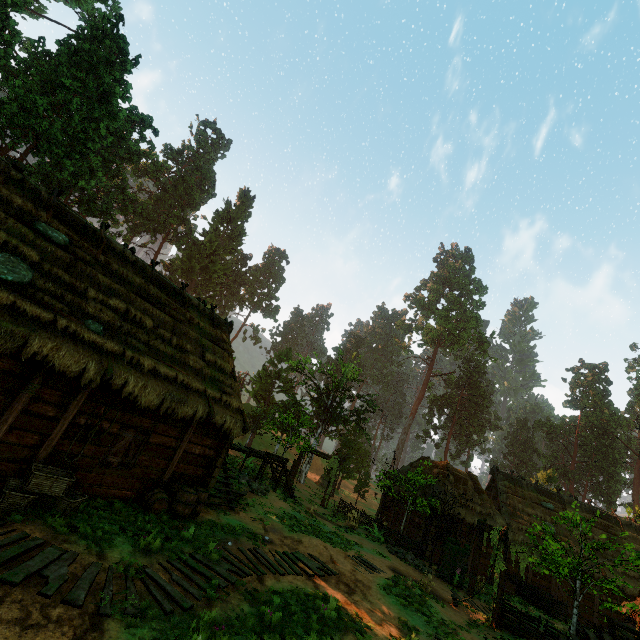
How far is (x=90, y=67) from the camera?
28.23m

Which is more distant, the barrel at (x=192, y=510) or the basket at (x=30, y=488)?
the barrel at (x=192, y=510)

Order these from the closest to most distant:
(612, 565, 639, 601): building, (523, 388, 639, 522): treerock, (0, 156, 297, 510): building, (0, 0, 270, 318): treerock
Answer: (0, 156, 297, 510): building → (612, 565, 639, 601): building → (0, 0, 270, 318): treerock → (523, 388, 639, 522): treerock

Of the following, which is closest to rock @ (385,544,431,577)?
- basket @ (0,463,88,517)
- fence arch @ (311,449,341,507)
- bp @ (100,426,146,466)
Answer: fence arch @ (311,449,341,507)

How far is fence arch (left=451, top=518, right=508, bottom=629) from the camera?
13.5m

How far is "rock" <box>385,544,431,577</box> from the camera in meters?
17.1 m

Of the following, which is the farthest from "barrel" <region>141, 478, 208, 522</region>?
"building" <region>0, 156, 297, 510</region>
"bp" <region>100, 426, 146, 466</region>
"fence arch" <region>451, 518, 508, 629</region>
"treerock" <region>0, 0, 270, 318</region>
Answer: "fence arch" <region>451, 518, 508, 629</region>

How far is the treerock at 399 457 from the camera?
20.4 meters
